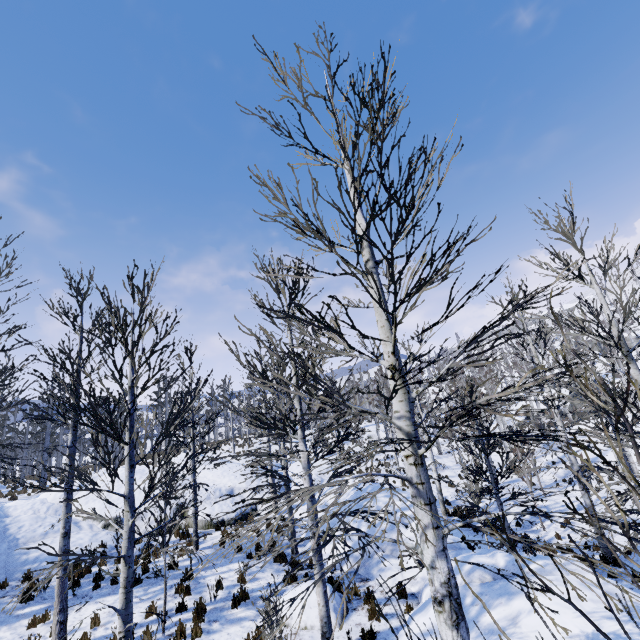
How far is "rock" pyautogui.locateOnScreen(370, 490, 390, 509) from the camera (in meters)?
12.48

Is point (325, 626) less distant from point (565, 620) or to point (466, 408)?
point (565, 620)

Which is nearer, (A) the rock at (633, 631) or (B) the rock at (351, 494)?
(A) the rock at (633, 631)

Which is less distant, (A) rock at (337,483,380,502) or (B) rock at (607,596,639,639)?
(B) rock at (607,596,639,639)

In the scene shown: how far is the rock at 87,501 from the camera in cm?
1454

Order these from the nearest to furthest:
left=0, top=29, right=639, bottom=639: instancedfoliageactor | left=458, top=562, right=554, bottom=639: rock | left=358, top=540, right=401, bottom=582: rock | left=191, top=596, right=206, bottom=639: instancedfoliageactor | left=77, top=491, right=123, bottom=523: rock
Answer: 1. left=0, top=29, right=639, bottom=639: instancedfoliageactor
2. left=458, top=562, right=554, bottom=639: rock
3. left=191, top=596, right=206, bottom=639: instancedfoliageactor
4. left=358, top=540, right=401, bottom=582: rock
5. left=77, top=491, right=123, bottom=523: rock
